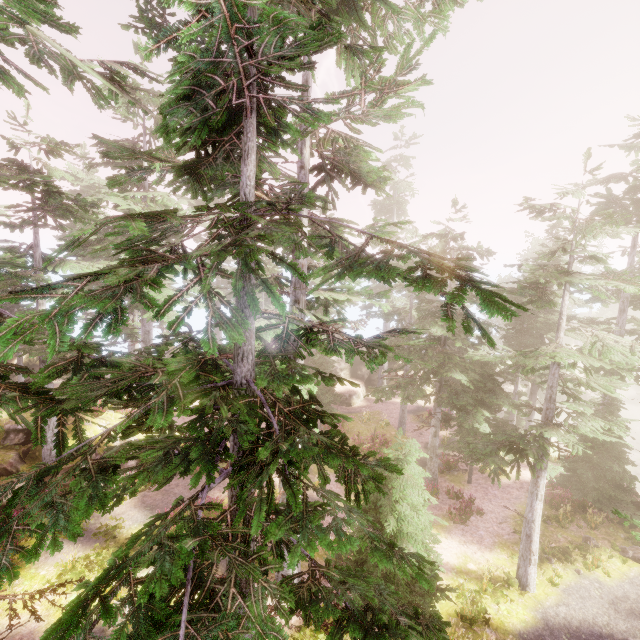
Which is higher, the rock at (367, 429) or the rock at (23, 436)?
the rock at (23, 436)

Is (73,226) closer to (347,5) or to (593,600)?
(347,5)

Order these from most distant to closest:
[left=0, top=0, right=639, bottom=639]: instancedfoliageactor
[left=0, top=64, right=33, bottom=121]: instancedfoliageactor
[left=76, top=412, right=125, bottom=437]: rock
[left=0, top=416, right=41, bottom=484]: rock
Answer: [left=76, top=412, right=125, bottom=437]: rock
[left=0, top=416, right=41, bottom=484]: rock
[left=0, top=64, right=33, bottom=121]: instancedfoliageactor
[left=0, top=0, right=639, bottom=639]: instancedfoliageactor

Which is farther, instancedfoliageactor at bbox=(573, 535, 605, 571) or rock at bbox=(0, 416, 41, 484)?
instancedfoliageactor at bbox=(573, 535, 605, 571)

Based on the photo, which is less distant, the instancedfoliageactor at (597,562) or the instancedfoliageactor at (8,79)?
the instancedfoliageactor at (8,79)

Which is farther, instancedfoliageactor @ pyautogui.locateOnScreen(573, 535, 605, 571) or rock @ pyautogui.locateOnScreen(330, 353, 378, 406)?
rock @ pyautogui.locateOnScreen(330, 353, 378, 406)

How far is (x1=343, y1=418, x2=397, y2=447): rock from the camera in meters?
23.8
